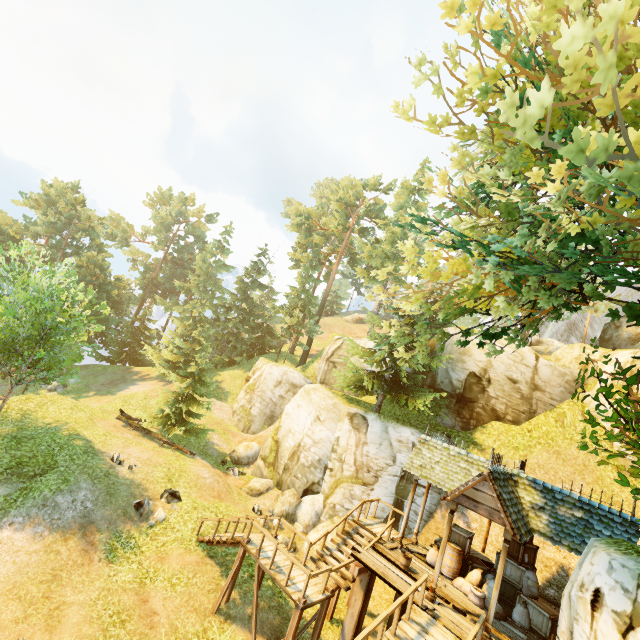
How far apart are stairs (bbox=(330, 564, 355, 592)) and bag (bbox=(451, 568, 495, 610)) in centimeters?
366cm

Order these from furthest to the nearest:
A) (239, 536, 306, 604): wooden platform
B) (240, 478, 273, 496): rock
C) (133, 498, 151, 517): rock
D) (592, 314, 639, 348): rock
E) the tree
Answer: (592, 314, 639, 348): rock, (240, 478, 273, 496): rock, (133, 498, 151, 517): rock, (239, 536, 306, 604): wooden platform, the tree

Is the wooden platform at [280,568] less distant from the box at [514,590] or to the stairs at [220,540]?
the stairs at [220,540]

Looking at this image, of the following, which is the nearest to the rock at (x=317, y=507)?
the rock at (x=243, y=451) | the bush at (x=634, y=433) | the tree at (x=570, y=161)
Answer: the rock at (x=243, y=451)

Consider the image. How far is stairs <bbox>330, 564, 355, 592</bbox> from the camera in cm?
1155

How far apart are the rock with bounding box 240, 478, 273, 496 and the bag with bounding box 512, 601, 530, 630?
13.6 meters

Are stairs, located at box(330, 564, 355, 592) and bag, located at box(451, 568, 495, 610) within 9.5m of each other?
yes

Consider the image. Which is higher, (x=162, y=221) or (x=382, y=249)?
(x=162, y=221)
